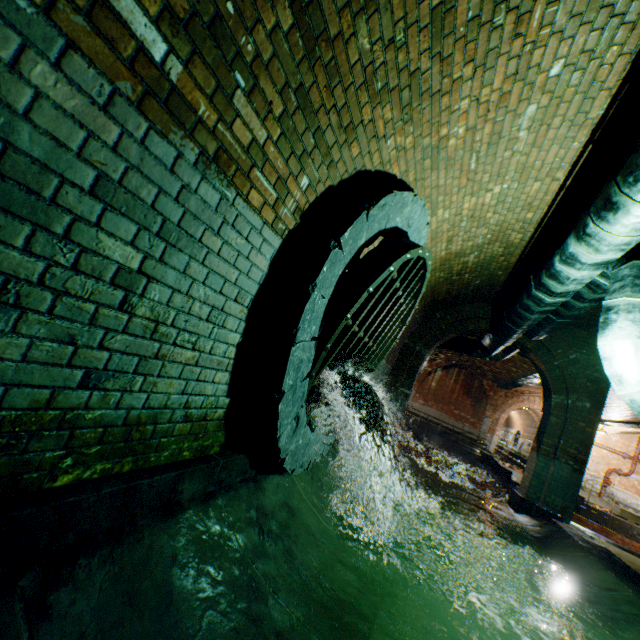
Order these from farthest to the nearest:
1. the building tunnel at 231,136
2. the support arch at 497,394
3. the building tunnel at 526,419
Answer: →
1. the building tunnel at 526,419
2. the support arch at 497,394
3. the building tunnel at 231,136

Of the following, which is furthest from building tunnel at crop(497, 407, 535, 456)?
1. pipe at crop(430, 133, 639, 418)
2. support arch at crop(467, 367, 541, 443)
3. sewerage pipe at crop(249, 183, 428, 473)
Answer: sewerage pipe at crop(249, 183, 428, 473)

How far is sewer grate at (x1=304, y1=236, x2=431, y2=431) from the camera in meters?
2.8

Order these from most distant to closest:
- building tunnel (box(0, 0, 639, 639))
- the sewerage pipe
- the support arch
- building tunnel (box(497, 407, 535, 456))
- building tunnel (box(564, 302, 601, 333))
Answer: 1. building tunnel (box(497, 407, 535, 456))
2. the support arch
3. building tunnel (box(564, 302, 601, 333))
4. the sewerage pipe
5. building tunnel (box(0, 0, 639, 639))

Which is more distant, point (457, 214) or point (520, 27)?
point (457, 214)

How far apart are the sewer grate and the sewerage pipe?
0.0 meters

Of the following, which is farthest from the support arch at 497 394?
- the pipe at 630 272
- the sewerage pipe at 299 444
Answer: the sewerage pipe at 299 444

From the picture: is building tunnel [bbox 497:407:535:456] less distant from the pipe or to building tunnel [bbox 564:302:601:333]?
the pipe
